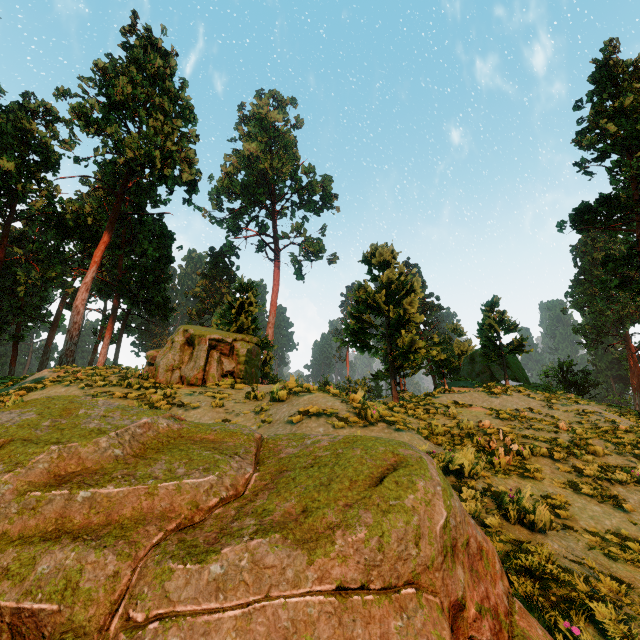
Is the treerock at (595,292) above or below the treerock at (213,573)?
above

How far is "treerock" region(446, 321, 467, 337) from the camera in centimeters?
4612cm

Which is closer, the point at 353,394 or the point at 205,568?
the point at 205,568

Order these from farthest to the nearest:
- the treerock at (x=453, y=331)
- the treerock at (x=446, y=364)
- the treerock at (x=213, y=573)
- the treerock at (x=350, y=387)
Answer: the treerock at (x=453, y=331)
the treerock at (x=446, y=364)
the treerock at (x=350, y=387)
the treerock at (x=213, y=573)

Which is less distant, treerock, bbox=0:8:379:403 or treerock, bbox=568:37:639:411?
treerock, bbox=0:8:379:403

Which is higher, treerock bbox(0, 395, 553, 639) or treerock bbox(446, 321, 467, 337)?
treerock bbox(446, 321, 467, 337)
